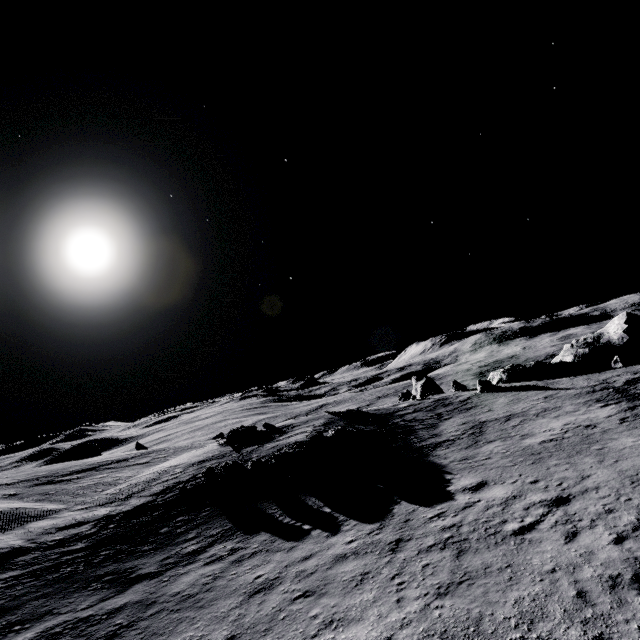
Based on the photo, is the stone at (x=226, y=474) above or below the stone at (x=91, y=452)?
below

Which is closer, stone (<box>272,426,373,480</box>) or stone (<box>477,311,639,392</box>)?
stone (<box>272,426,373,480</box>)

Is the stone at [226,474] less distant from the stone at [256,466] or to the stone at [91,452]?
the stone at [256,466]

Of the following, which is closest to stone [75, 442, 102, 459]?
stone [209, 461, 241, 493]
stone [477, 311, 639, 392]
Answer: stone [209, 461, 241, 493]

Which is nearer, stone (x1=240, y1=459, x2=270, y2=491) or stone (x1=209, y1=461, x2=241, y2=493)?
stone (x1=240, y1=459, x2=270, y2=491)

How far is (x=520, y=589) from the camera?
7.8 meters

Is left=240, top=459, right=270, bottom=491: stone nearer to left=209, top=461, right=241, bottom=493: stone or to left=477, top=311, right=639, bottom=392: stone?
left=209, top=461, right=241, bottom=493: stone

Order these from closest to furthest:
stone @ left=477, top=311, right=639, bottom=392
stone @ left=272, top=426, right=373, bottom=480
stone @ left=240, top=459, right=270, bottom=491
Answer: stone @ left=240, top=459, right=270, bottom=491, stone @ left=272, top=426, right=373, bottom=480, stone @ left=477, top=311, right=639, bottom=392
